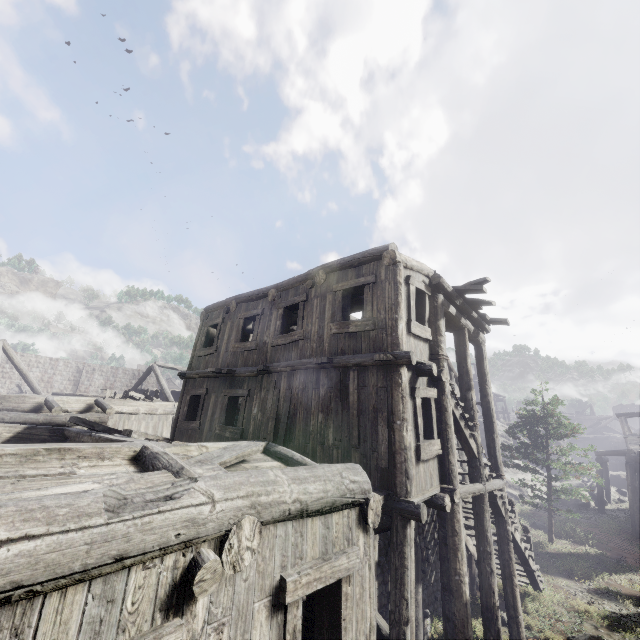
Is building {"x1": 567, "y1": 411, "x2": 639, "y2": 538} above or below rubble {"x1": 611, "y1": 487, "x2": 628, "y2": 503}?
above

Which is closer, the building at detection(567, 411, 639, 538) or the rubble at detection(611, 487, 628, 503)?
the building at detection(567, 411, 639, 538)

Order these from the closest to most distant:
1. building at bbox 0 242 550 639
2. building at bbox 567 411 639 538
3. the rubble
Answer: building at bbox 0 242 550 639, building at bbox 567 411 639 538, the rubble

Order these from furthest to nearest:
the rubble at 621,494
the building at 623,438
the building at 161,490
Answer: the rubble at 621,494, the building at 623,438, the building at 161,490

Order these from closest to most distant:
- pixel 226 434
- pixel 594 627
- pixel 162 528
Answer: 1. pixel 162 528
2. pixel 226 434
3. pixel 594 627

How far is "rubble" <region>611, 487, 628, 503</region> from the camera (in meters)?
29.25

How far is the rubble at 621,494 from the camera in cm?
2925
